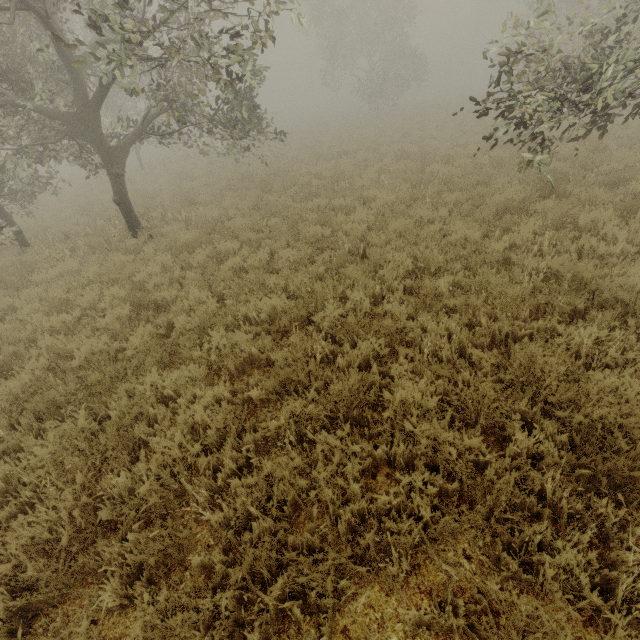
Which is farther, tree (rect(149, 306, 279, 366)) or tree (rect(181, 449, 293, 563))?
tree (rect(149, 306, 279, 366))

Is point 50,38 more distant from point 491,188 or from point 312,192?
point 491,188

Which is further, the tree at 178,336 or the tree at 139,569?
the tree at 178,336

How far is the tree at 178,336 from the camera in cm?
465

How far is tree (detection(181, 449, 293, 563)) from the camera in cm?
258
